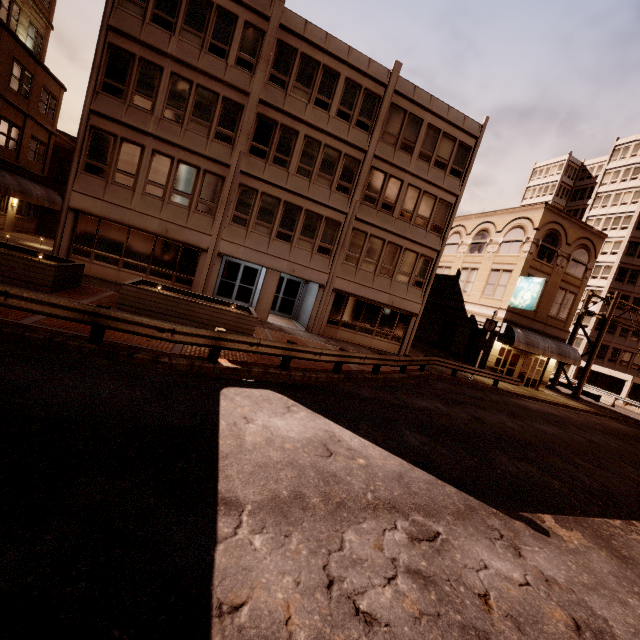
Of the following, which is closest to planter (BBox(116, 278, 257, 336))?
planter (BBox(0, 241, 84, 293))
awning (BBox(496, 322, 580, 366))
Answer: planter (BBox(0, 241, 84, 293))

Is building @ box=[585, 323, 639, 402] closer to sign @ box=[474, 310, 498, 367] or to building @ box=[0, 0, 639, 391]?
building @ box=[0, 0, 639, 391]

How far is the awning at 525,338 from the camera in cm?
2309

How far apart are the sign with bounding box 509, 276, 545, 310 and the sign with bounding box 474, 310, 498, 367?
3.5 meters

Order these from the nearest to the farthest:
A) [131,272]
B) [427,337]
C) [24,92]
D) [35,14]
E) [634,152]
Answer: [131,272] < [24,92] < [35,14] < [427,337] < [634,152]

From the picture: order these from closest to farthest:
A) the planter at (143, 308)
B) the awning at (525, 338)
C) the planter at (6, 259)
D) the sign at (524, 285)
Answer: the planter at (6, 259), the planter at (143, 308), the sign at (524, 285), the awning at (525, 338)

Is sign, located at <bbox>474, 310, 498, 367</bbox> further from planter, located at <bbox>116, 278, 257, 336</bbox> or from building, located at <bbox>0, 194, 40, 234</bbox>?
building, located at <bbox>0, 194, 40, 234</bbox>

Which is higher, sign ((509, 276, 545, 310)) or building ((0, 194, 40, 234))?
sign ((509, 276, 545, 310))
